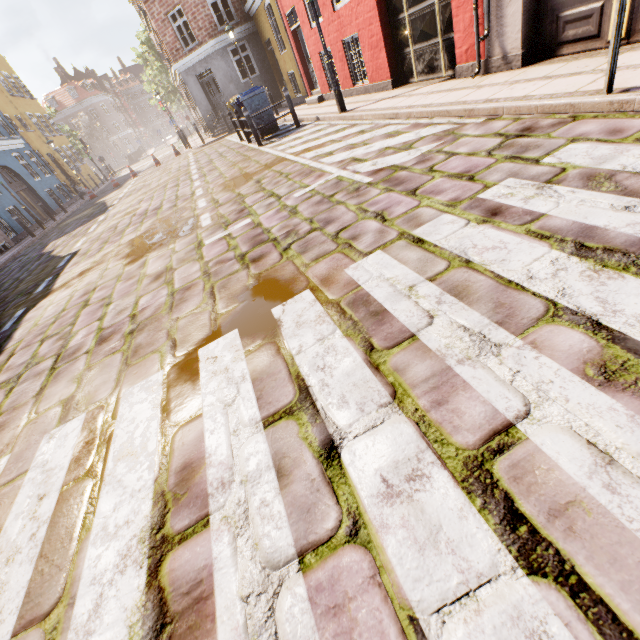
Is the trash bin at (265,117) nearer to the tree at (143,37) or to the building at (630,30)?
the tree at (143,37)

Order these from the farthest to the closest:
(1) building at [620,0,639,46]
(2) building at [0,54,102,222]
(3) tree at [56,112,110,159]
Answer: (3) tree at [56,112,110,159] < (2) building at [0,54,102,222] < (1) building at [620,0,639,46]

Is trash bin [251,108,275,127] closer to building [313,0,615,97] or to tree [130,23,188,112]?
tree [130,23,188,112]

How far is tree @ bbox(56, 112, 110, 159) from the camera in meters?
37.3

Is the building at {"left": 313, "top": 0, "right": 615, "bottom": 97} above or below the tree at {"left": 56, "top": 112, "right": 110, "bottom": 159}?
below

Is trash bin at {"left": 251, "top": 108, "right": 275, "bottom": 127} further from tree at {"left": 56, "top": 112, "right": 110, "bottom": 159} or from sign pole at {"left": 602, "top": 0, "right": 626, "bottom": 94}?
tree at {"left": 56, "top": 112, "right": 110, "bottom": 159}

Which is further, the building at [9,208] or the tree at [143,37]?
the tree at [143,37]

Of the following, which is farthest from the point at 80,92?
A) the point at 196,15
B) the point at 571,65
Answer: the point at 571,65
